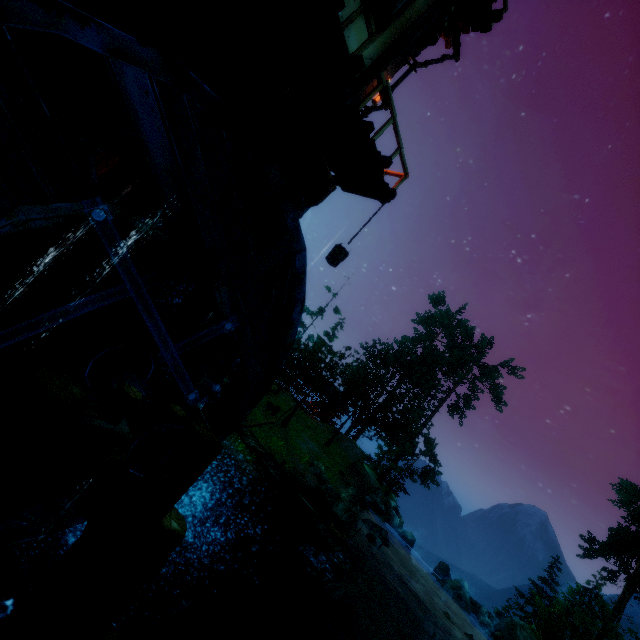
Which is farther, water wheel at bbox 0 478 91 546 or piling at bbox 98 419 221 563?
water wheel at bbox 0 478 91 546

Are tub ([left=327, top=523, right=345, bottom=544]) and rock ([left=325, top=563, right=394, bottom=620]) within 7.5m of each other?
yes

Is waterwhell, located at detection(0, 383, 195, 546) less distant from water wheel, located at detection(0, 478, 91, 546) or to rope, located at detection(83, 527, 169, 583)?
water wheel, located at detection(0, 478, 91, 546)

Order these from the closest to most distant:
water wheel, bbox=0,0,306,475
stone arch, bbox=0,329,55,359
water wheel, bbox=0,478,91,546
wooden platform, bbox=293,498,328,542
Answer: water wheel, bbox=0,0,306,475 → water wheel, bbox=0,478,91,546 → stone arch, bbox=0,329,55,359 → wooden platform, bbox=293,498,328,542

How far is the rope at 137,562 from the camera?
3.2 meters

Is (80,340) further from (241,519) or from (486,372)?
(486,372)

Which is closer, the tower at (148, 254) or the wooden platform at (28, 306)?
the wooden platform at (28, 306)

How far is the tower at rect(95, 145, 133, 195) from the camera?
5.6 meters
